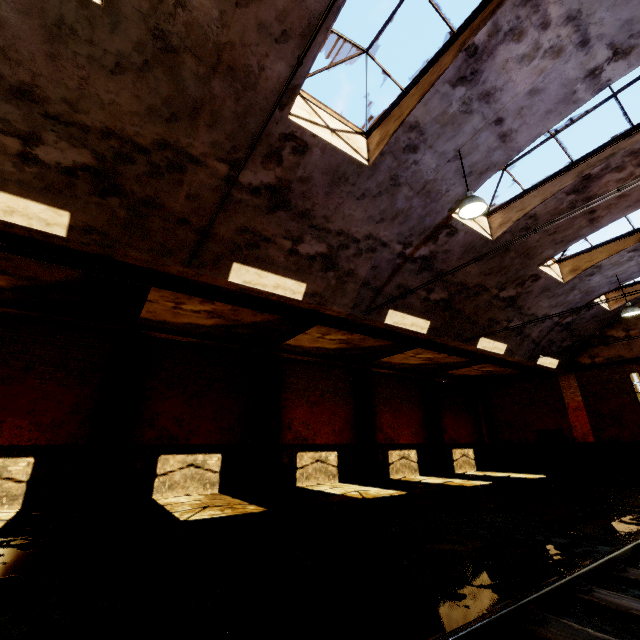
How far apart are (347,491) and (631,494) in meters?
8.5 m

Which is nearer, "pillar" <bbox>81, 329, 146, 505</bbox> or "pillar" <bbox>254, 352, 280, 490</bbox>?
"pillar" <bbox>81, 329, 146, 505</bbox>

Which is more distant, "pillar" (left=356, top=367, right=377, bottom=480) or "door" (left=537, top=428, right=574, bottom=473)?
"door" (left=537, top=428, right=574, bottom=473)

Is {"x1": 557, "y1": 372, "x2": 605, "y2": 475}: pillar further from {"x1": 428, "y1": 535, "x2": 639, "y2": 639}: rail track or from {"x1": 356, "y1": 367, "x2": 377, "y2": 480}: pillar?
{"x1": 356, "y1": 367, "x2": 377, "y2": 480}: pillar

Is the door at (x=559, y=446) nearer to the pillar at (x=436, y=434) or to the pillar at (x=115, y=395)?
the pillar at (x=436, y=434)

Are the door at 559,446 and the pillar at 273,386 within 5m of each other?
no

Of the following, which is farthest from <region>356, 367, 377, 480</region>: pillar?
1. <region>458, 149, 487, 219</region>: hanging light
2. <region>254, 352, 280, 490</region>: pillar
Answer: <region>458, 149, 487, 219</region>: hanging light

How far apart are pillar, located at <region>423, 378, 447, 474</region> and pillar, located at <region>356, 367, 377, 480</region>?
4.2m
